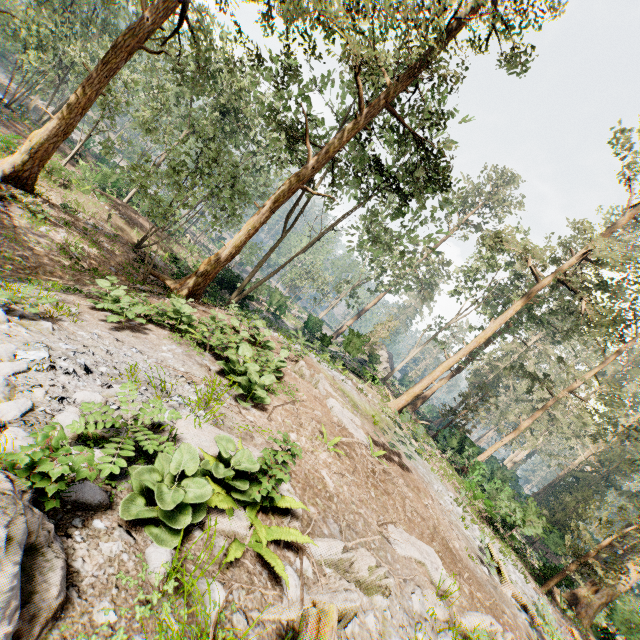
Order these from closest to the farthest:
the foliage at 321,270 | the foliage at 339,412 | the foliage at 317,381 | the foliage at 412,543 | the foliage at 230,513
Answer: the foliage at 230,513 → the foliage at 412,543 → the foliage at 339,412 → the foliage at 317,381 → the foliage at 321,270

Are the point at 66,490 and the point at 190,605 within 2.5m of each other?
yes

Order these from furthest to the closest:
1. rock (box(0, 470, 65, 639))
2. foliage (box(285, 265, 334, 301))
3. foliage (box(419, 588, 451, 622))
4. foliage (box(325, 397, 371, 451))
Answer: foliage (box(285, 265, 334, 301)) < foliage (box(325, 397, 371, 451)) < foliage (box(419, 588, 451, 622)) < rock (box(0, 470, 65, 639))

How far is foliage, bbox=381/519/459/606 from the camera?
6.4 meters

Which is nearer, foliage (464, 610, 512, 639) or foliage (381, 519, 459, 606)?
foliage (464, 610, 512, 639)

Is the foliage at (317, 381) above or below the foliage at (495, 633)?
below
